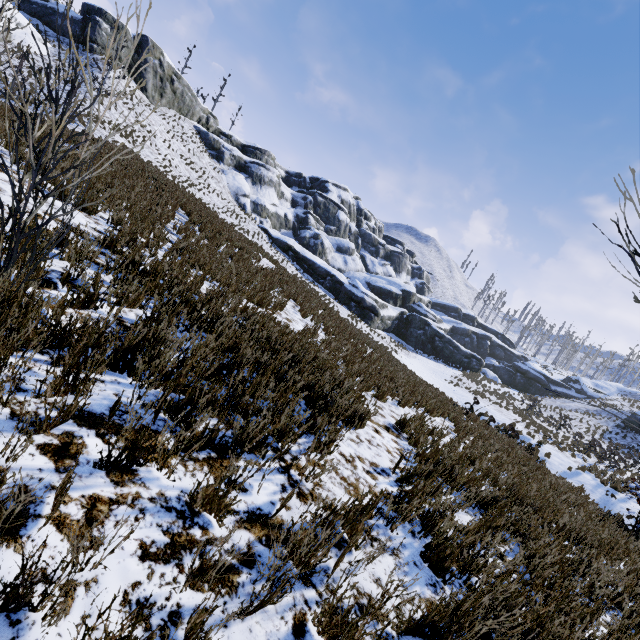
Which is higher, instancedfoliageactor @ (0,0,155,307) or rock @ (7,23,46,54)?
rock @ (7,23,46,54)

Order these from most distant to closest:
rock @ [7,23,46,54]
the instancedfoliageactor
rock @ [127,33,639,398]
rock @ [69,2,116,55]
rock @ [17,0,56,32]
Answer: rock @ [127,33,639,398] → rock @ [69,2,116,55] → rock @ [17,0,56,32] → rock @ [7,23,46,54] → the instancedfoliageactor

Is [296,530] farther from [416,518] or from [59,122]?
[59,122]

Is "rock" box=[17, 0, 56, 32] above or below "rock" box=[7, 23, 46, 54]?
above

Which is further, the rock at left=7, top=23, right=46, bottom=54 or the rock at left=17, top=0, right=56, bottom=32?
the rock at left=17, top=0, right=56, bottom=32

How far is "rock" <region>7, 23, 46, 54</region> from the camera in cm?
2705

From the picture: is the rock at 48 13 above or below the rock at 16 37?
above

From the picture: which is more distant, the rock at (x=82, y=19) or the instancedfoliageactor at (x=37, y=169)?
the rock at (x=82, y=19)
